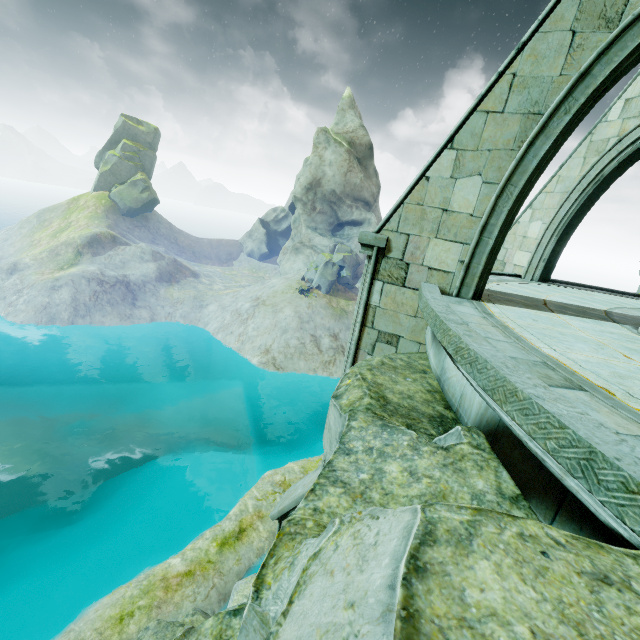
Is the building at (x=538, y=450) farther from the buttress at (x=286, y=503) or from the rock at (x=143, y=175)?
the rock at (x=143, y=175)

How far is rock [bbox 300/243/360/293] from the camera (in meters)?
39.88

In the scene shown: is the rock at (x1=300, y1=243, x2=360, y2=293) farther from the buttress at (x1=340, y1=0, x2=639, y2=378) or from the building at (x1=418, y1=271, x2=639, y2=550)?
the buttress at (x1=340, y1=0, x2=639, y2=378)

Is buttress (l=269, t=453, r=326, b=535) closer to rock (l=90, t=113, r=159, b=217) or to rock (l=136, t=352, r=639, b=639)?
rock (l=136, t=352, r=639, b=639)

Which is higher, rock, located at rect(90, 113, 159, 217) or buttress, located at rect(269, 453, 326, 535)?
rock, located at rect(90, 113, 159, 217)

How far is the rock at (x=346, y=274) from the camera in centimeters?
3988cm

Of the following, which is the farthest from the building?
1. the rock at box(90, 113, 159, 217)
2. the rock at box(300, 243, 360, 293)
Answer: the rock at box(90, 113, 159, 217)

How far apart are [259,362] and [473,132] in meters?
30.7 m
